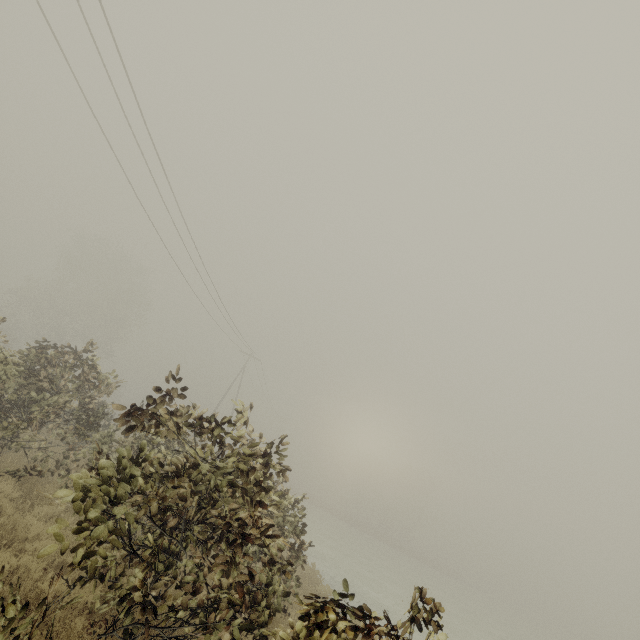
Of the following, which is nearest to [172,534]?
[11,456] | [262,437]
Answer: [262,437]
